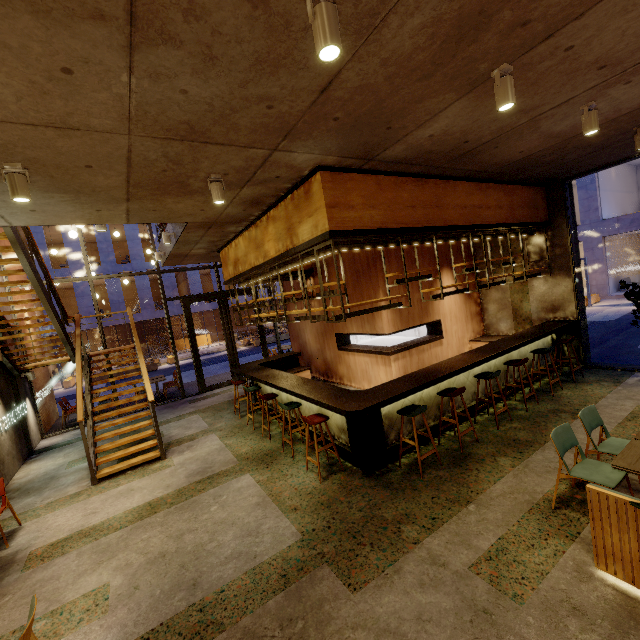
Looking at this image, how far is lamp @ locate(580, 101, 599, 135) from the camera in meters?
3.9 m

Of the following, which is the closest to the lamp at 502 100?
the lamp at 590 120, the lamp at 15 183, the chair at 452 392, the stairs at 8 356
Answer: the lamp at 590 120

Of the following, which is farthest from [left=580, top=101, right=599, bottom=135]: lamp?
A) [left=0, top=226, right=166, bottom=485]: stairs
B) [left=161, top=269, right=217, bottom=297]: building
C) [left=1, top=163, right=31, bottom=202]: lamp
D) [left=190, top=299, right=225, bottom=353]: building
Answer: [left=190, top=299, right=225, bottom=353]: building

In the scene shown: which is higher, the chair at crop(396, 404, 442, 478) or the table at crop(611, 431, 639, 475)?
the chair at crop(396, 404, 442, 478)

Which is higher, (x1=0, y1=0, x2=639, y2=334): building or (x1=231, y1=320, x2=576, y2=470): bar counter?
(x1=0, y1=0, x2=639, y2=334): building

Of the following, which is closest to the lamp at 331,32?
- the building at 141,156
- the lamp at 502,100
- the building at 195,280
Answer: the building at 141,156

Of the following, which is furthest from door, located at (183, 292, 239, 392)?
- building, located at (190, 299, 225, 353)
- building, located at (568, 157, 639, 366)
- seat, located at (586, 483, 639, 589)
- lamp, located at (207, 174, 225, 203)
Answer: building, located at (568, 157, 639, 366)

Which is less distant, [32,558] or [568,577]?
[568,577]
